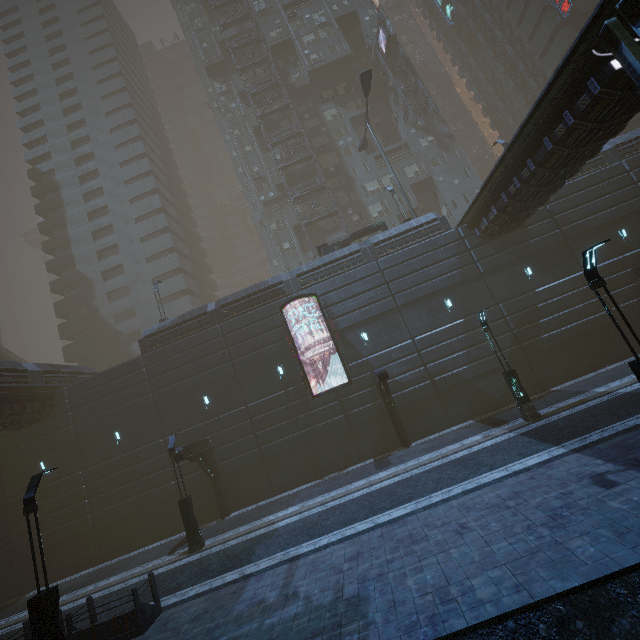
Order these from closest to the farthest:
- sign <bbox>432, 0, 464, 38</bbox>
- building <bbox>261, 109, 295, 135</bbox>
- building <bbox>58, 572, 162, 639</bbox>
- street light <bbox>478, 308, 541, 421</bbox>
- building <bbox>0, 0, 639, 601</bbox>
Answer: building <bbox>58, 572, 162, 639</bbox> < street light <bbox>478, 308, 541, 421</bbox> < building <bbox>0, 0, 639, 601</bbox> < building <bbox>261, 109, 295, 135</bbox> < sign <bbox>432, 0, 464, 38</bbox>

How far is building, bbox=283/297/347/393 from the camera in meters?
21.2 m

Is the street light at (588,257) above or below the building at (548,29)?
below

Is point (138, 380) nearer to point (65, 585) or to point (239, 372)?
point (239, 372)

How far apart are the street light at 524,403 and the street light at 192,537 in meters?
16.8 m

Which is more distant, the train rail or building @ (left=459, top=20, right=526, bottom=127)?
building @ (left=459, top=20, right=526, bottom=127)

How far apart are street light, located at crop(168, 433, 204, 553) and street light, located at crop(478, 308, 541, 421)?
16.77m

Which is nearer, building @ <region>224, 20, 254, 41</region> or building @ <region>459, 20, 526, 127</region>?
building @ <region>224, 20, 254, 41</region>
